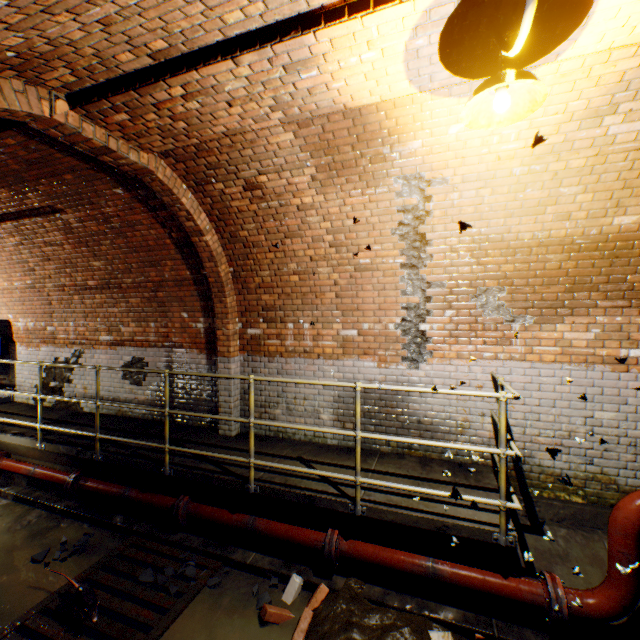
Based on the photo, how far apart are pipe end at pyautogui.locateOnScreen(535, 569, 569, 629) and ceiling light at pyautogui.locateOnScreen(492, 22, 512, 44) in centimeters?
404cm

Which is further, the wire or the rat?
the rat

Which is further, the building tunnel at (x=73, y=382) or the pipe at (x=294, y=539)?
the building tunnel at (x=73, y=382)

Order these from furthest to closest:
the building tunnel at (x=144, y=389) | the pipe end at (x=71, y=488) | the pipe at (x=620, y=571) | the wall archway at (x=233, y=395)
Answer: the building tunnel at (x=144, y=389)
the wall archway at (x=233, y=395)
the pipe end at (x=71, y=488)
the pipe at (x=620, y=571)

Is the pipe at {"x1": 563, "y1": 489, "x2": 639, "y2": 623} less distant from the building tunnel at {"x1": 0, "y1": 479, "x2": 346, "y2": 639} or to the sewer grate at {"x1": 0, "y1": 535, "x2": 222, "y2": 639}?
the building tunnel at {"x1": 0, "y1": 479, "x2": 346, "y2": 639}

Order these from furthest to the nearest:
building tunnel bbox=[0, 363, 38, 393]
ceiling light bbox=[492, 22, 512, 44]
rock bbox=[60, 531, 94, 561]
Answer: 1. building tunnel bbox=[0, 363, 38, 393]
2. rock bbox=[60, 531, 94, 561]
3. ceiling light bbox=[492, 22, 512, 44]

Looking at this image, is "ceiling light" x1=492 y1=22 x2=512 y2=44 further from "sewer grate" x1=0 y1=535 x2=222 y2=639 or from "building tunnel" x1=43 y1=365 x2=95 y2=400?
"sewer grate" x1=0 y1=535 x2=222 y2=639

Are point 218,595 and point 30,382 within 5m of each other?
no
